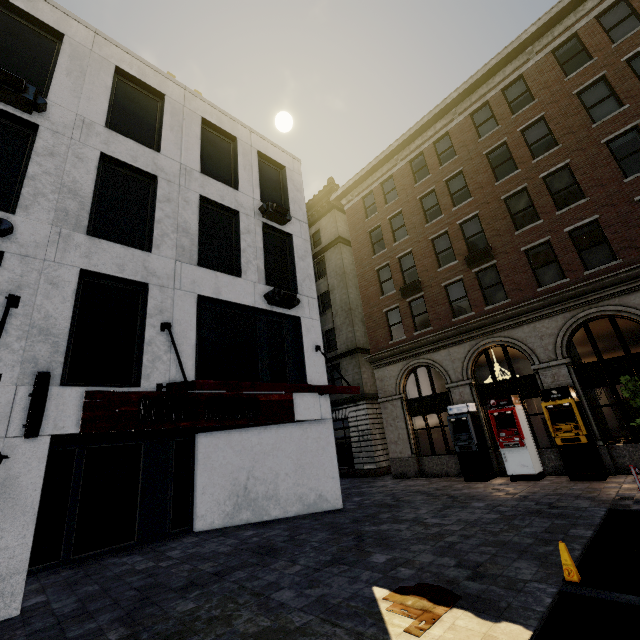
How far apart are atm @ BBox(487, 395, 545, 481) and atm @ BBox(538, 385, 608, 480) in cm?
93

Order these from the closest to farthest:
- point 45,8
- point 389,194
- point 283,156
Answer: point 45,8, point 283,156, point 389,194

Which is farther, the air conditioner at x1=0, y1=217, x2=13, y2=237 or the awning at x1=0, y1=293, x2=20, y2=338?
the air conditioner at x1=0, y1=217, x2=13, y2=237

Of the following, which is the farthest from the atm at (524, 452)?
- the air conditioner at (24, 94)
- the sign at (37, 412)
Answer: the air conditioner at (24, 94)

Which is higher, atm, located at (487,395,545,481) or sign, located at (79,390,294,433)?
sign, located at (79,390,294,433)

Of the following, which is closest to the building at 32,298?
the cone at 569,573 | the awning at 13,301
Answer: the cone at 569,573

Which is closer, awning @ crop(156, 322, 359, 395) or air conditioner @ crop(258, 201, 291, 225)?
awning @ crop(156, 322, 359, 395)

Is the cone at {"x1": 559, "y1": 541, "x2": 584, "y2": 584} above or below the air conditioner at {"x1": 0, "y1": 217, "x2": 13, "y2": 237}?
below
